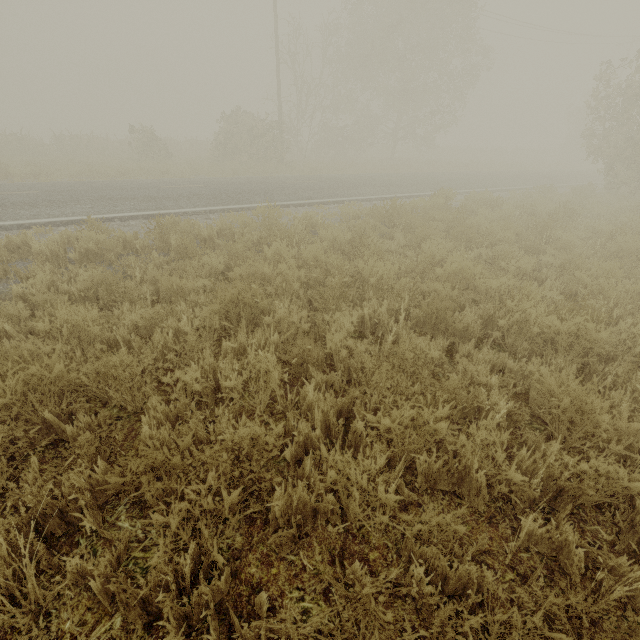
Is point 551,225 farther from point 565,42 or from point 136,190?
point 565,42
